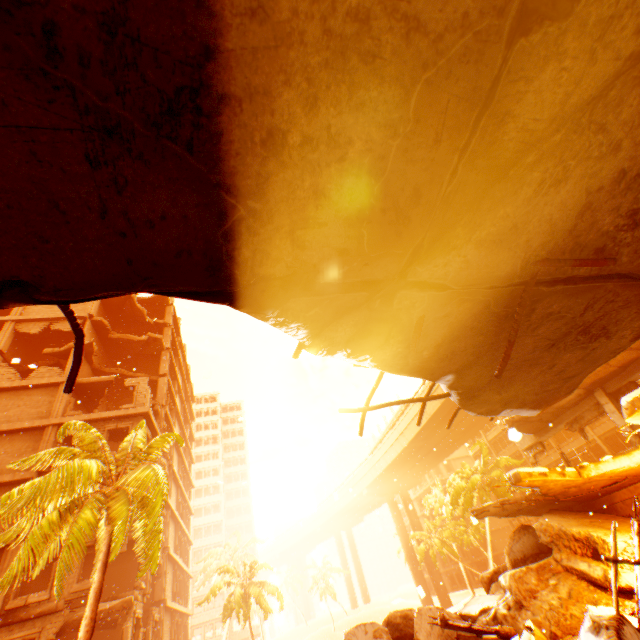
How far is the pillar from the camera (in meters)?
11.24

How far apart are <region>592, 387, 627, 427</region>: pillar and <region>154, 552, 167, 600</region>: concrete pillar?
28.6 meters

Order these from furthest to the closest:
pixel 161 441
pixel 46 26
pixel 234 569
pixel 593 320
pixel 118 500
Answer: pixel 234 569
pixel 161 441
pixel 118 500
pixel 593 320
pixel 46 26

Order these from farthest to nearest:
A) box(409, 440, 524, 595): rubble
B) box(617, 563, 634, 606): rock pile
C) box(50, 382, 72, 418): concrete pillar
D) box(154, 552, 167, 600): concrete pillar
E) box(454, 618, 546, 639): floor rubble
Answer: box(409, 440, 524, 595): rubble
box(154, 552, 167, 600): concrete pillar
box(50, 382, 72, 418): concrete pillar
box(617, 563, 634, 606): rock pile
box(454, 618, 546, 639): floor rubble

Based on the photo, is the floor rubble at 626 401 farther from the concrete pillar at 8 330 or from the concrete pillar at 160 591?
the concrete pillar at 8 330

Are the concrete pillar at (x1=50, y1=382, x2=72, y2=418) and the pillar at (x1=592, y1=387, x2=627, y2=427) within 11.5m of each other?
no

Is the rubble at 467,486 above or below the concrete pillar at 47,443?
below

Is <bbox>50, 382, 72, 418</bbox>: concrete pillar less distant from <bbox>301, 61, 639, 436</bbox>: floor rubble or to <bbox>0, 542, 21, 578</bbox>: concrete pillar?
<bbox>0, 542, 21, 578</bbox>: concrete pillar
